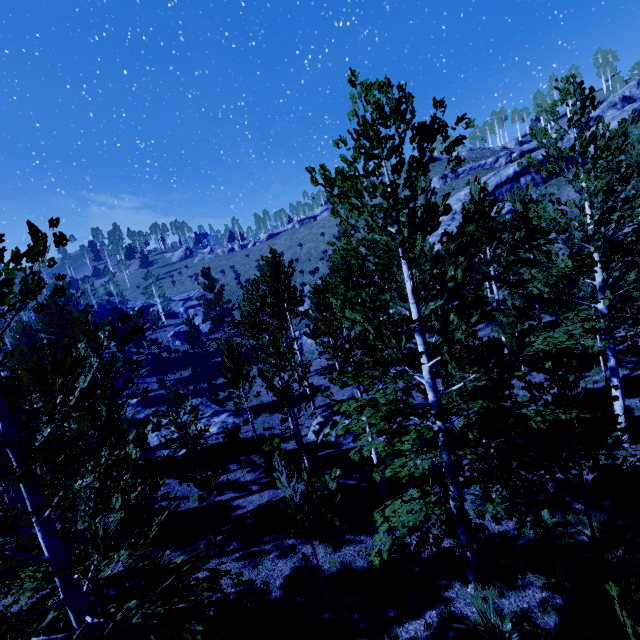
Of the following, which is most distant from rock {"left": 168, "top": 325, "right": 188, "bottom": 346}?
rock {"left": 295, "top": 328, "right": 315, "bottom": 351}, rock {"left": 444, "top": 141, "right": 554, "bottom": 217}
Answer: rock {"left": 444, "top": 141, "right": 554, "bottom": 217}

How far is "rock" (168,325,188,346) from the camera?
48.8 meters

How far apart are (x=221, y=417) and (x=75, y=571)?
17.5 meters

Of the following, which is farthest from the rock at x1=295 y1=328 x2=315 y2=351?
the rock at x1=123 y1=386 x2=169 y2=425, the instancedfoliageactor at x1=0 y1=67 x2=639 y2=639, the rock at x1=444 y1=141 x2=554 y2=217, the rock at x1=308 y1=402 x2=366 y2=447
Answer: the rock at x1=444 y1=141 x2=554 y2=217

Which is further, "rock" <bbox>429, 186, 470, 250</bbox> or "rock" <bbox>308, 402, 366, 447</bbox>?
"rock" <bbox>429, 186, 470, 250</bbox>

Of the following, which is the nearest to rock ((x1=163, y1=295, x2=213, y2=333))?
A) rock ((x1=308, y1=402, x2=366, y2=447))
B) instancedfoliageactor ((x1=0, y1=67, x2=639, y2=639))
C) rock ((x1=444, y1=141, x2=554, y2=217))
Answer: instancedfoliageactor ((x1=0, y1=67, x2=639, y2=639))

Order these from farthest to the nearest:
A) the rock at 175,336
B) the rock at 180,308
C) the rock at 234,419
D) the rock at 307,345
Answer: the rock at 180,308 < the rock at 175,336 < the rock at 307,345 < the rock at 234,419

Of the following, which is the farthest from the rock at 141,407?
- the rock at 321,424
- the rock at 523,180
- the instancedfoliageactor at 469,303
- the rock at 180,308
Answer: the rock at 523,180
